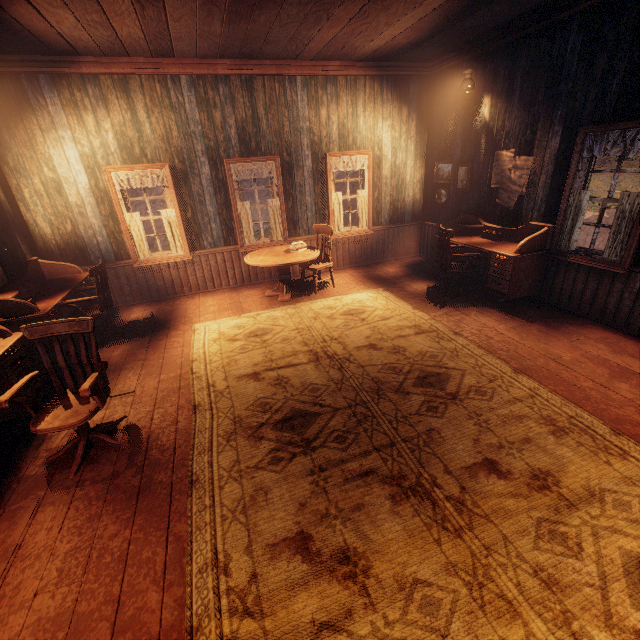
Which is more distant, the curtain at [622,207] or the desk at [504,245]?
the desk at [504,245]

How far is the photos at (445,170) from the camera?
6.6 meters

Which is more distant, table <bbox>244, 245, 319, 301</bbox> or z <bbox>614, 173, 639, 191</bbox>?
z <bbox>614, 173, 639, 191</bbox>

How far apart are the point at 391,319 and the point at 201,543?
3.7 meters

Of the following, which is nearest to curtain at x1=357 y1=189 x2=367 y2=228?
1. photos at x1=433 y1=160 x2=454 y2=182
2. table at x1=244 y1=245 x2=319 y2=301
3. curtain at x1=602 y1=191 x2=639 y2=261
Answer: photos at x1=433 y1=160 x2=454 y2=182

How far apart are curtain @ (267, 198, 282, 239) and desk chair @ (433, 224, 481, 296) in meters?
3.2 m

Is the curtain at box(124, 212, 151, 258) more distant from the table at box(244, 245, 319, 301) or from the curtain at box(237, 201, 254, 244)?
the table at box(244, 245, 319, 301)

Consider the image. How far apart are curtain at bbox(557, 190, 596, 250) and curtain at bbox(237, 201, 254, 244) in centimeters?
531cm
